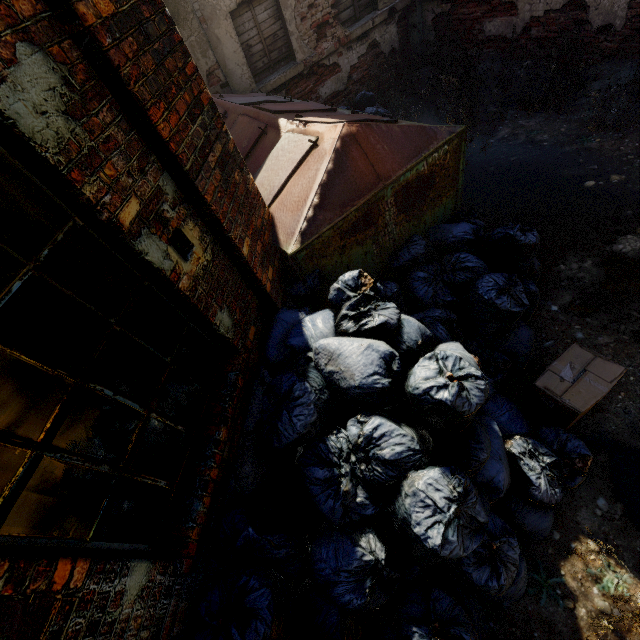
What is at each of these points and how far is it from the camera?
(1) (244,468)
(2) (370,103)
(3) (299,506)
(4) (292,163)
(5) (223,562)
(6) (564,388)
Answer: (1) building, 2.27m
(2) trash bag, 6.19m
(3) trash bag, 2.16m
(4) trash container, 3.18m
(5) building, 1.96m
(6) carton, 2.42m

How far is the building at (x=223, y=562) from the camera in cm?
190

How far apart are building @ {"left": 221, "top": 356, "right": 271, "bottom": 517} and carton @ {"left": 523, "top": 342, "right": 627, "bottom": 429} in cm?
205

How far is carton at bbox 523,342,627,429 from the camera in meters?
2.3 m

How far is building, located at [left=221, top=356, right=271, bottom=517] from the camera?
2.2 meters

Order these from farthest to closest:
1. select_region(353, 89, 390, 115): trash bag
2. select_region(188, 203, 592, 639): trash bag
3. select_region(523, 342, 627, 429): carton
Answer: select_region(353, 89, 390, 115): trash bag, select_region(523, 342, 627, 429): carton, select_region(188, 203, 592, 639): trash bag

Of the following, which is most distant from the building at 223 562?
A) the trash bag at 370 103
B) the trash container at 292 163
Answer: the trash container at 292 163

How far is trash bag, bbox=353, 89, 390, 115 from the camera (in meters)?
5.70
